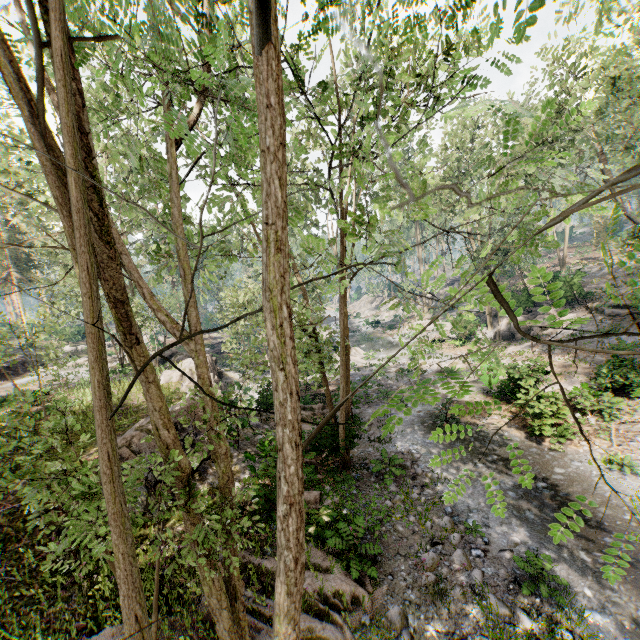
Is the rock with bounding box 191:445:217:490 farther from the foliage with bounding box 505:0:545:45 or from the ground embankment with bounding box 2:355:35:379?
the ground embankment with bounding box 2:355:35:379

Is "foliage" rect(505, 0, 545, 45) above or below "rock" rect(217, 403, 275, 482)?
above

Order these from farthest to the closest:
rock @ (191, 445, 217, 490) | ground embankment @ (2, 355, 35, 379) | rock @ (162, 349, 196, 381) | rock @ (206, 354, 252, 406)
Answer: ground embankment @ (2, 355, 35, 379), rock @ (162, 349, 196, 381), rock @ (206, 354, 252, 406), rock @ (191, 445, 217, 490)

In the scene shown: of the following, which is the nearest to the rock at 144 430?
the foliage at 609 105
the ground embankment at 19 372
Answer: the foliage at 609 105

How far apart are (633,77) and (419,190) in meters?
31.1 m

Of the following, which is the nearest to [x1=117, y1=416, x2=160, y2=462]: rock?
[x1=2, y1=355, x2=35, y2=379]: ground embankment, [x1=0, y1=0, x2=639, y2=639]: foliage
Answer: [x1=0, y1=0, x2=639, y2=639]: foliage

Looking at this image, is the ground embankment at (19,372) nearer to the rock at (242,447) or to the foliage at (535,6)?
the foliage at (535,6)
